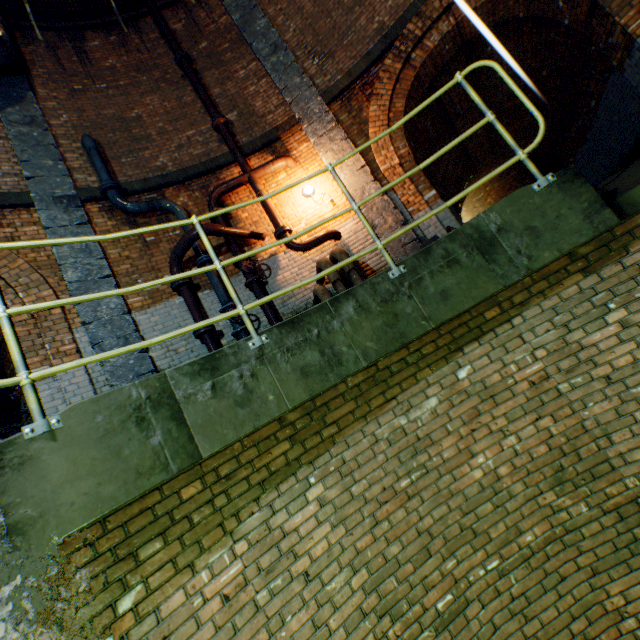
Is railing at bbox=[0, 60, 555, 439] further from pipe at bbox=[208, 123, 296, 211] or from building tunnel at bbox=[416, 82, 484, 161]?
building tunnel at bbox=[416, 82, 484, 161]

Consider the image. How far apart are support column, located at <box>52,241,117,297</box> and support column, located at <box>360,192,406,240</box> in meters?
4.7 m

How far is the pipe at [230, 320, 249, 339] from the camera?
5.8m

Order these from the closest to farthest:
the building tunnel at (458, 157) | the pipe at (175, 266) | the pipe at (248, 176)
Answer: the pipe at (175, 266)
the pipe at (248, 176)
the building tunnel at (458, 157)

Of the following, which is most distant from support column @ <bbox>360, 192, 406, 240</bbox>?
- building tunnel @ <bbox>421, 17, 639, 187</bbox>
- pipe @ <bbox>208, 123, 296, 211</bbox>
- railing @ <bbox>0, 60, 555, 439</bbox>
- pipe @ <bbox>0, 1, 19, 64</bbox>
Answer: pipe @ <bbox>0, 1, 19, 64</bbox>

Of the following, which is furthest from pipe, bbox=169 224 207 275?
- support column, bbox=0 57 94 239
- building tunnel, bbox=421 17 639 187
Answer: building tunnel, bbox=421 17 639 187

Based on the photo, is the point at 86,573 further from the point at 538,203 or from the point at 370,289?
the point at 538,203

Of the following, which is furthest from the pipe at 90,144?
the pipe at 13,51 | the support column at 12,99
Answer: the pipe at 13,51
